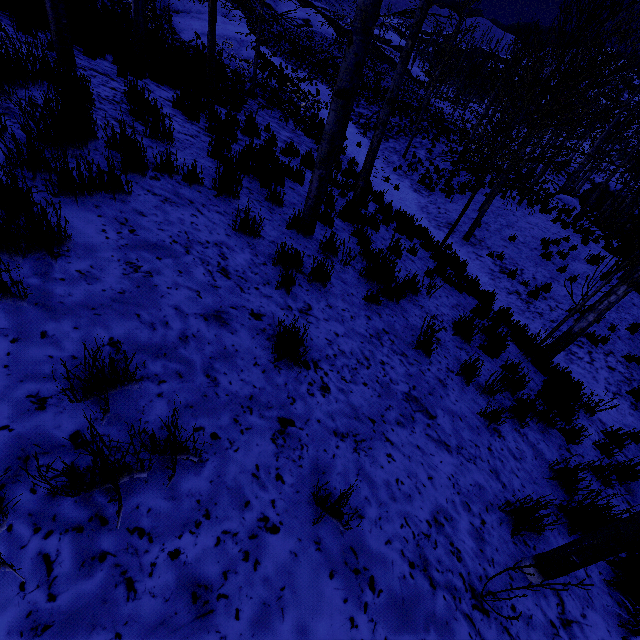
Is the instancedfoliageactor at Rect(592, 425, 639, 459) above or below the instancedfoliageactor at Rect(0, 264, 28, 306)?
below

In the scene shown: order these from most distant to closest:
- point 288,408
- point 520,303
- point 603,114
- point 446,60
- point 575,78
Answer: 1. point 446,60
2. point 603,114
3. point 520,303
4. point 575,78
5. point 288,408

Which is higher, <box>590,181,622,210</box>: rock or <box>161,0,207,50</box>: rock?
<box>161,0,207,50</box>: rock

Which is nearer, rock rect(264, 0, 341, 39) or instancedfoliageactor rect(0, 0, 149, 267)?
instancedfoliageactor rect(0, 0, 149, 267)

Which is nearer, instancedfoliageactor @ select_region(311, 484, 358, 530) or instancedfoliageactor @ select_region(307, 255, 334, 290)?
instancedfoliageactor @ select_region(311, 484, 358, 530)

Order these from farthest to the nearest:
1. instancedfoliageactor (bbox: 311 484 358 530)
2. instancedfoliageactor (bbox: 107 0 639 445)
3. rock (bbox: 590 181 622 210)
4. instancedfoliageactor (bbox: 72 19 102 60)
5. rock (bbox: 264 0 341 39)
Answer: rock (bbox: 264 0 341 39) → rock (bbox: 590 181 622 210) → instancedfoliageactor (bbox: 72 19 102 60) → instancedfoliageactor (bbox: 107 0 639 445) → instancedfoliageactor (bbox: 311 484 358 530)

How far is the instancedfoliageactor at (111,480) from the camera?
1.16m

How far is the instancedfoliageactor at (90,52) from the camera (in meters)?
6.18
